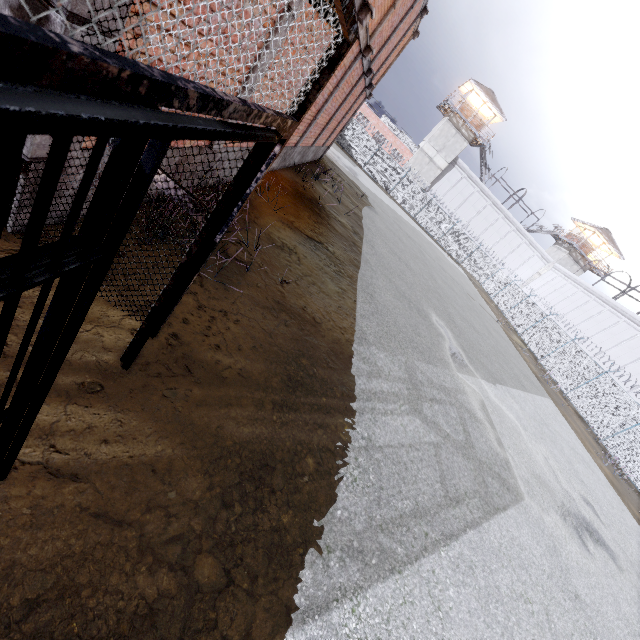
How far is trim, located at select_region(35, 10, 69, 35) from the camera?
1.9m

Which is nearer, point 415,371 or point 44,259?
point 44,259

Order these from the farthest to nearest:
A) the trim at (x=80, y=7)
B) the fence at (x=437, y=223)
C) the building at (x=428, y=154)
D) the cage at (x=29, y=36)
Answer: the building at (x=428, y=154) < the fence at (x=437, y=223) < the trim at (x=80, y=7) < the cage at (x=29, y=36)

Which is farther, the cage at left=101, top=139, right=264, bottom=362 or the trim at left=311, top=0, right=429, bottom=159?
the trim at left=311, top=0, right=429, bottom=159

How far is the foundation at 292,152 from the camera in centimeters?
959cm

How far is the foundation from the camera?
9.6m

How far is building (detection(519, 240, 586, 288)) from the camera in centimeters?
4306cm

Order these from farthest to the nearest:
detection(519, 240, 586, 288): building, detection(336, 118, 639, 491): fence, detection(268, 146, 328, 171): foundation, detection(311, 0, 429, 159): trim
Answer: detection(519, 240, 586, 288): building < detection(336, 118, 639, 491): fence < detection(268, 146, 328, 171): foundation < detection(311, 0, 429, 159): trim
